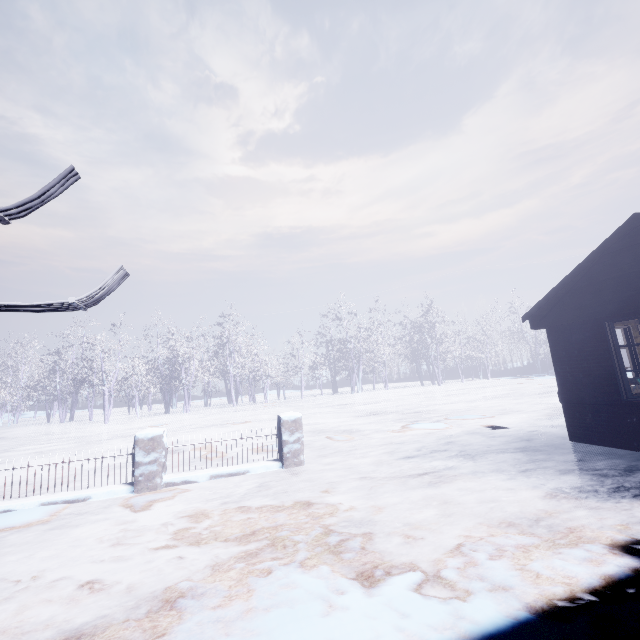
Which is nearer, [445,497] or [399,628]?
[399,628]

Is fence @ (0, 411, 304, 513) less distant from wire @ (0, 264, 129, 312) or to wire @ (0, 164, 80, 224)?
wire @ (0, 264, 129, 312)

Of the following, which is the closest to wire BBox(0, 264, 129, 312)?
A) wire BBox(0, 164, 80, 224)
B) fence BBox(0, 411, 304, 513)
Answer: wire BBox(0, 164, 80, 224)

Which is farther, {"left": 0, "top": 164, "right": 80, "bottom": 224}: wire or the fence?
the fence

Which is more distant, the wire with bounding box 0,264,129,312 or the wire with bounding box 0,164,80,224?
the wire with bounding box 0,264,129,312

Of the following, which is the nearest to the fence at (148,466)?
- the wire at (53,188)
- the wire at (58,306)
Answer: the wire at (58,306)

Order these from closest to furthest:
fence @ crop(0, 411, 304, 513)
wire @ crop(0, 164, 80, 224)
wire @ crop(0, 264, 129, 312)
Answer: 1. wire @ crop(0, 164, 80, 224)
2. wire @ crop(0, 264, 129, 312)
3. fence @ crop(0, 411, 304, 513)

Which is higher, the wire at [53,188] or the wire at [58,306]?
the wire at [53,188]
